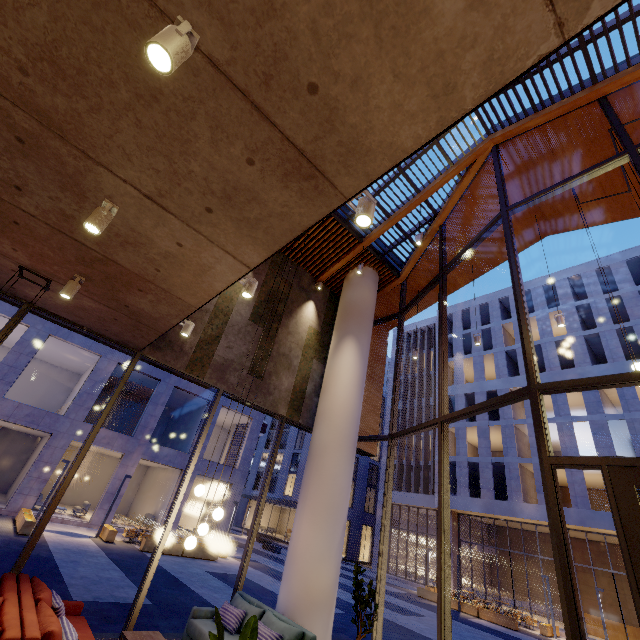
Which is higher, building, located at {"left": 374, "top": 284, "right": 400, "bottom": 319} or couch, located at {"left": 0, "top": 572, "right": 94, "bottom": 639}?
building, located at {"left": 374, "top": 284, "right": 400, "bottom": 319}

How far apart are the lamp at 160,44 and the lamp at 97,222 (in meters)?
1.78

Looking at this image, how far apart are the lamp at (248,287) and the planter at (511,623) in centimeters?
2495cm

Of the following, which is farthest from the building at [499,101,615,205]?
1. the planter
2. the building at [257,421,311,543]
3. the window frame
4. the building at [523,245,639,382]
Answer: the building at [257,421,311,543]

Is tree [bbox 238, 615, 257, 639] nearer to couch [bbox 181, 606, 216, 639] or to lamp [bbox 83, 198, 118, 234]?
couch [bbox 181, 606, 216, 639]

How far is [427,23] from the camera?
1.7m

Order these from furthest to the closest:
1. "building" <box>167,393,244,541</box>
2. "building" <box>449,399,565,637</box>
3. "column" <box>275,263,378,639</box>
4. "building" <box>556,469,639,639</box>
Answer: "building" <box>449,399,565,637</box> → "building" <box>167,393,244,541</box> → "building" <box>556,469,639,639</box> → "column" <box>275,263,378,639</box>

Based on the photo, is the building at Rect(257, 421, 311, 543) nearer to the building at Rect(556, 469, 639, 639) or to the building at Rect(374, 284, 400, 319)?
the building at Rect(556, 469, 639, 639)
